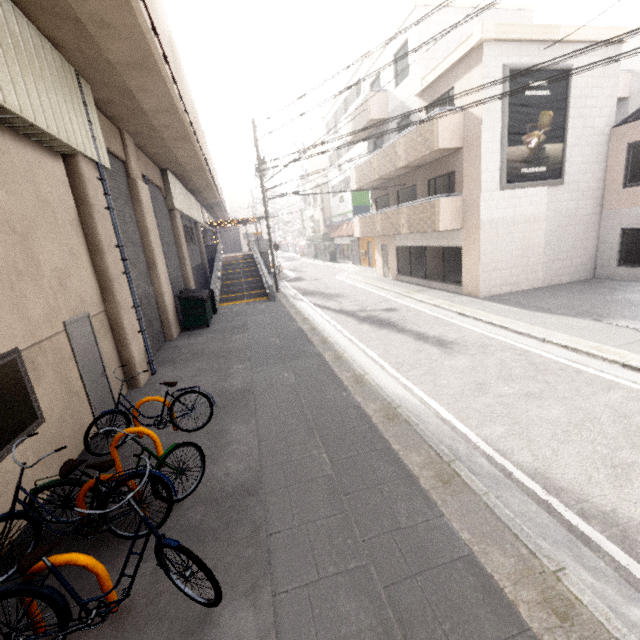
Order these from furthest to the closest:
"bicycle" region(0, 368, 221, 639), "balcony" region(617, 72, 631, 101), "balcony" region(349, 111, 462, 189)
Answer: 1. "balcony" region(617, 72, 631, 101)
2. "balcony" region(349, 111, 462, 189)
3. "bicycle" region(0, 368, 221, 639)

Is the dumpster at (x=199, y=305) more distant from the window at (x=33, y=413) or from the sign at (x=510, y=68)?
the sign at (x=510, y=68)

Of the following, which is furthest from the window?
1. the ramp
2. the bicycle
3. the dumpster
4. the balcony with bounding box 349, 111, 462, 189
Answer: the balcony with bounding box 349, 111, 462, 189

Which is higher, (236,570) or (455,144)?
(455,144)

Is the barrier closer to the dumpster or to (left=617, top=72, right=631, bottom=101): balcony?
the dumpster

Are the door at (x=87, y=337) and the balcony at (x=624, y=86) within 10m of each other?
no

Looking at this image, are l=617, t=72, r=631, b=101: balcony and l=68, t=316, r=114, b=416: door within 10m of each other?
no

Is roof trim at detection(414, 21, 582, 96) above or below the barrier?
above
